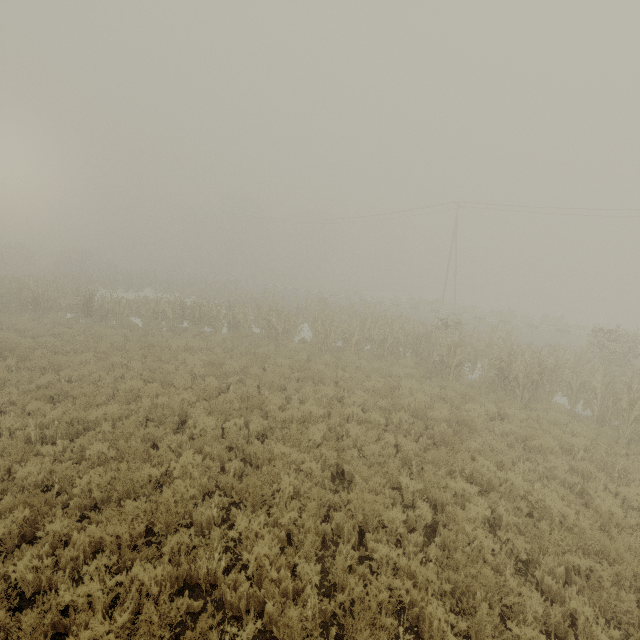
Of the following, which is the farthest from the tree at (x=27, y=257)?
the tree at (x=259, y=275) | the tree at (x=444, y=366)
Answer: the tree at (x=444, y=366)

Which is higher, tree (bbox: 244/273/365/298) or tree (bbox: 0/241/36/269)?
tree (bbox: 0/241/36/269)

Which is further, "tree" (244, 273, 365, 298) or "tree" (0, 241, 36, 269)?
"tree" (0, 241, 36, 269)

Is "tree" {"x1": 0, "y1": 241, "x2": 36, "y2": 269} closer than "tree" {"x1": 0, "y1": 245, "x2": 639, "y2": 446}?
No

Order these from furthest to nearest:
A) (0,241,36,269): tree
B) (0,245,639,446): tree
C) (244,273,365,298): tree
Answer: (0,241,36,269): tree < (244,273,365,298): tree < (0,245,639,446): tree

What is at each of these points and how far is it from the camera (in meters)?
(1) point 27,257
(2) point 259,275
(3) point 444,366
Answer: (1) tree, 45.53
(2) tree, 47.69
(3) tree, 14.12

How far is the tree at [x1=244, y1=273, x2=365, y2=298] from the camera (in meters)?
40.24
